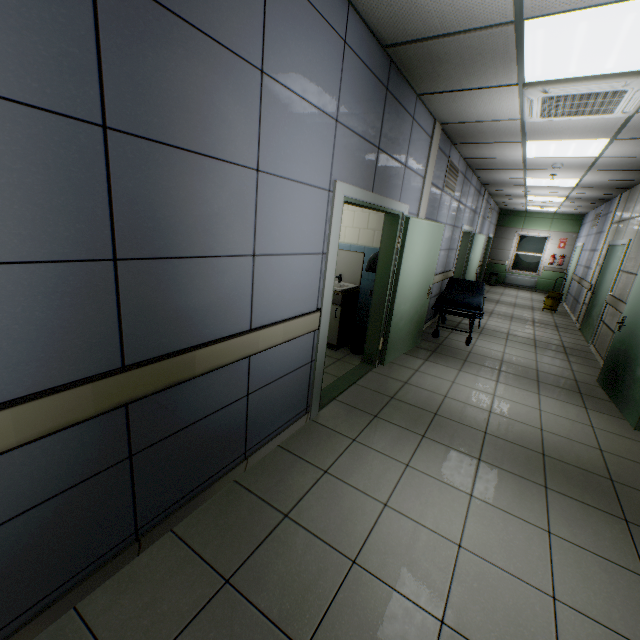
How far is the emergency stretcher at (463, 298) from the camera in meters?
5.5 m

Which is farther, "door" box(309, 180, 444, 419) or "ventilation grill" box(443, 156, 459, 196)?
"ventilation grill" box(443, 156, 459, 196)

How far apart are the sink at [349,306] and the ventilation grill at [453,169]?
2.3 meters

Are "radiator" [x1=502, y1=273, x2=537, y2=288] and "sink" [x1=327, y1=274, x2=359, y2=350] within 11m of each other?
no

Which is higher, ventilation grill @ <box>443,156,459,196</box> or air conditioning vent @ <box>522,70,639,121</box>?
air conditioning vent @ <box>522,70,639,121</box>

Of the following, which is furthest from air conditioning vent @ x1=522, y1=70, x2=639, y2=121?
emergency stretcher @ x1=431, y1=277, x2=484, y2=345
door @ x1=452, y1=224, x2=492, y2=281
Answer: door @ x1=452, y1=224, x2=492, y2=281

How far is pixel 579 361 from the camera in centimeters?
571cm

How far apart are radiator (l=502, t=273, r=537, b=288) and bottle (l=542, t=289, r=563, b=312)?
4.1m
